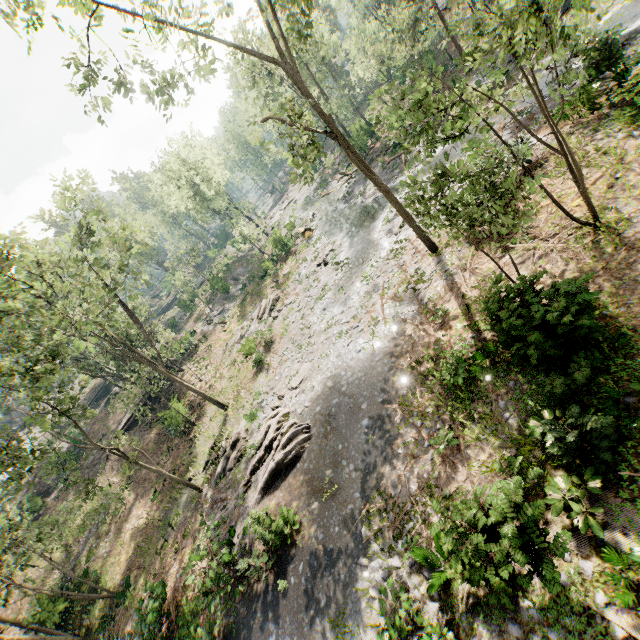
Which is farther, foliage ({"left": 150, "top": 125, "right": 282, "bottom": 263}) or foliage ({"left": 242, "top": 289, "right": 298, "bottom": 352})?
foliage ({"left": 150, "top": 125, "right": 282, "bottom": 263})

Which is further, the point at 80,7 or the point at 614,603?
the point at 80,7

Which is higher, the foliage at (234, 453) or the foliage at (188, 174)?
the foliage at (188, 174)

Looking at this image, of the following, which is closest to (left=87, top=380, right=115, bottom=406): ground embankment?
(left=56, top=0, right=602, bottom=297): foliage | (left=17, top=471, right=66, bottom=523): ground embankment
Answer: (left=56, top=0, right=602, bottom=297): foliage

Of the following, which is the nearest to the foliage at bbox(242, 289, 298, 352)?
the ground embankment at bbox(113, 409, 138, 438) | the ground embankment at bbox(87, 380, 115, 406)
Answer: the ground embankment at bbox(87, 380, 115, 406)

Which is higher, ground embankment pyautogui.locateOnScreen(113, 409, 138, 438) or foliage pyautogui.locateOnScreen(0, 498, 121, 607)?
foliage pyautogui.locateOnScreen(0, 498, 121, 607)

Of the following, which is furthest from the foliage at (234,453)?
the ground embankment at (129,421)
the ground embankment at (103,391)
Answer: the ground embankment at (129,421)

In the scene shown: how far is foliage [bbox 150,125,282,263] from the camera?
40.62m
